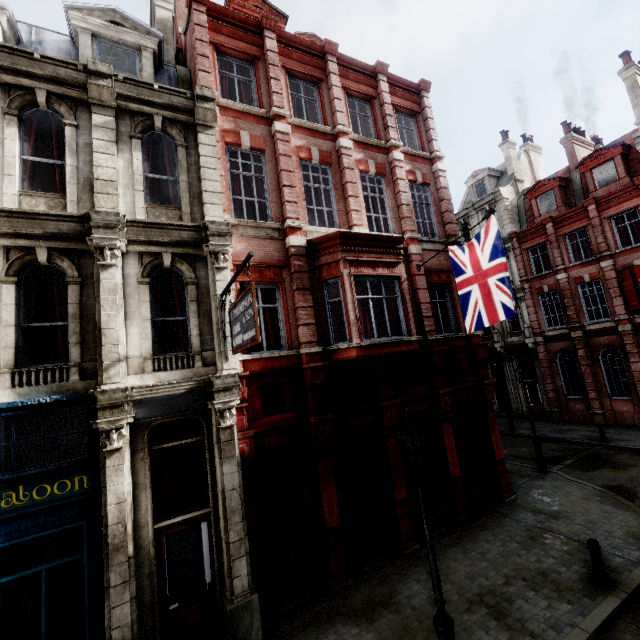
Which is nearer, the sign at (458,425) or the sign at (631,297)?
the sign at (458,425)

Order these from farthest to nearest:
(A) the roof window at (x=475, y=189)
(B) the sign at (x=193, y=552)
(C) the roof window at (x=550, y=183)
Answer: (A) the roof window at (x=475, y=189)
(C) the roof window at (x=550, y=183)
(B) the sign at (x=193, y=552)

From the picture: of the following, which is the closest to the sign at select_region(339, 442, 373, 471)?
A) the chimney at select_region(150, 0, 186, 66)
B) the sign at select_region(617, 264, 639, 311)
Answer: the chimney at select_region(150, 0, 186, 66)

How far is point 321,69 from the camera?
12.3m

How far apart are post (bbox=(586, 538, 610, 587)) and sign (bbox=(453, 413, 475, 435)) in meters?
4.6

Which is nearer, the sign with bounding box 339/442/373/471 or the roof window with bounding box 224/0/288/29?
the sign with bounding box 339/442/373/471

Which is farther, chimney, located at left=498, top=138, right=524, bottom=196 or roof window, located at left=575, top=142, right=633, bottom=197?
chimney, located at left=498, top=138, right=524, bottom=196

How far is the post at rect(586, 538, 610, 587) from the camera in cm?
750
